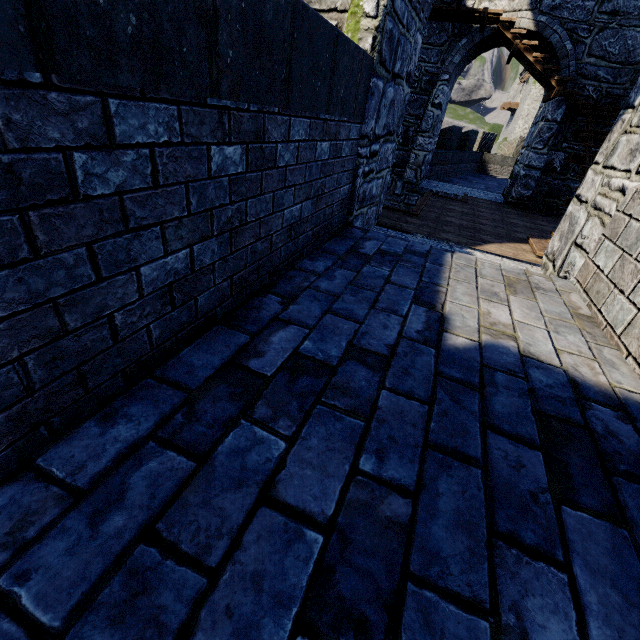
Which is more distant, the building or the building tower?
the building tower

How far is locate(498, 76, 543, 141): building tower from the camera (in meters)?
34.26

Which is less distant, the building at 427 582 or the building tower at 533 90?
the building at 427 582

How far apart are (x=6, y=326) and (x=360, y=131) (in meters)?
3.54

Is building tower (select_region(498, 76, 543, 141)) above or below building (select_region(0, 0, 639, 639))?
above

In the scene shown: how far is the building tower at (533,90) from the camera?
34.26m
